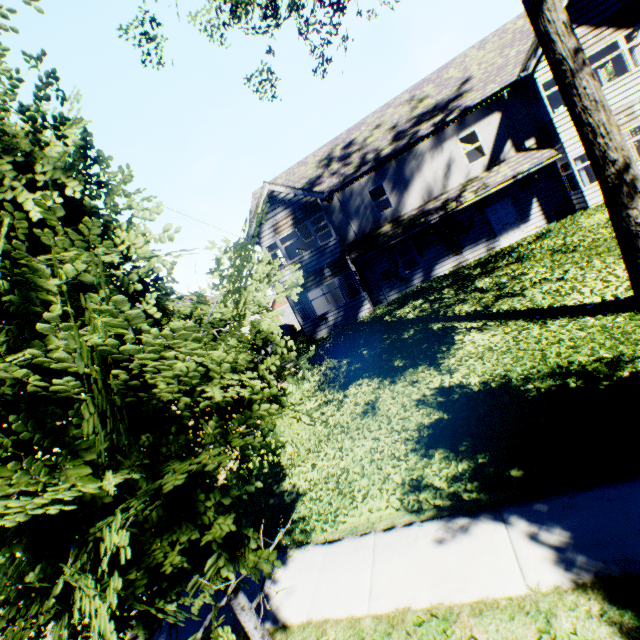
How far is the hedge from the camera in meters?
10.7 m

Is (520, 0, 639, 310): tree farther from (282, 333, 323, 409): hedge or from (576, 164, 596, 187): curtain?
(576, 164, 596, 187): curtain

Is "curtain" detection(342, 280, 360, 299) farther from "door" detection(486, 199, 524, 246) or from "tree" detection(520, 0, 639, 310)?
"tree" detection(520, 0, 639, 310)

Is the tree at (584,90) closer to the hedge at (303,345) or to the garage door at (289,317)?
the hedge at (303,345)

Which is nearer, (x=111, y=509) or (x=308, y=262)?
(x=111, y=509)

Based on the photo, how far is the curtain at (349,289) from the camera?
18.02m

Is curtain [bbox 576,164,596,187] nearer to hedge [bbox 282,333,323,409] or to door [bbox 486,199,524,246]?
door [bbox 486,199,524,246]

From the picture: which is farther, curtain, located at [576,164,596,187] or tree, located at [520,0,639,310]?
curtain, located at [576,164,596,187]
